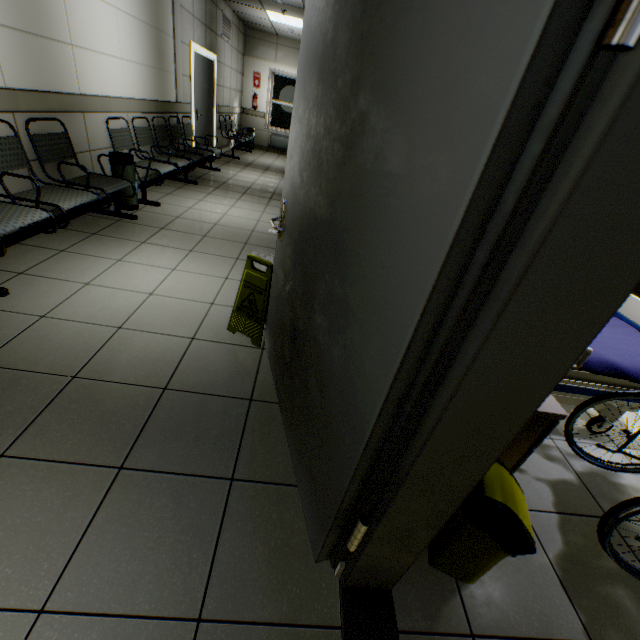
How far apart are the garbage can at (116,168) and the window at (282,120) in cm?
897

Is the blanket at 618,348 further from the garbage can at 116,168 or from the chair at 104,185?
the garbage can at 116,168

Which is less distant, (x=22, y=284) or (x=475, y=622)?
(x=475, y=622)

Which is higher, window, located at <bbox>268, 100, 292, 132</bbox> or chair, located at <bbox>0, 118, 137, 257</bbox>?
window, located at <bbox>268, 100, 292, 132</bbox>

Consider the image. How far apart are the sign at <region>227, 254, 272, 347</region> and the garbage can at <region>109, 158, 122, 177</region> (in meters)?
2.83

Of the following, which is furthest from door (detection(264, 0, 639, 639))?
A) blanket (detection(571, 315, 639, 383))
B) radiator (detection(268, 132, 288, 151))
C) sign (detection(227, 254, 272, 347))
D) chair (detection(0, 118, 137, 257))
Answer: radiator (detection(268, 132, 288, 151))

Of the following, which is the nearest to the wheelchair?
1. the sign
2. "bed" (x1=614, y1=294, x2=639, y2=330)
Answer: "bed" (x1=614, y1=294, x2=639, y2=330)

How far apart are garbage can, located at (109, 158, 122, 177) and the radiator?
8.7 meters
